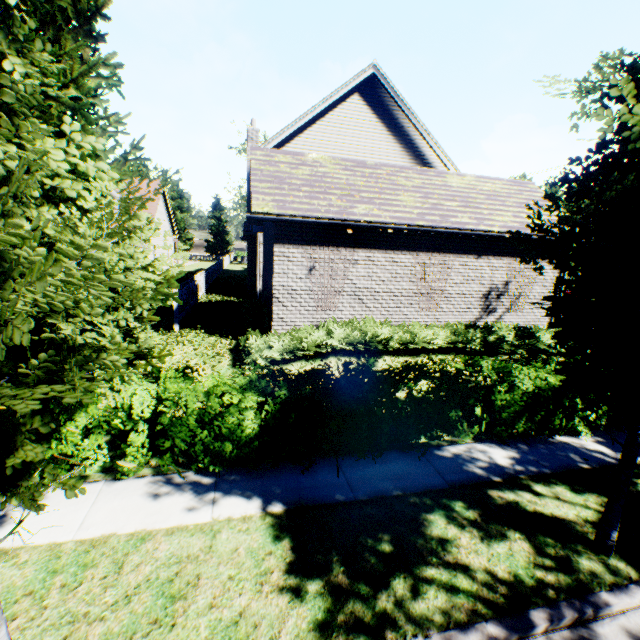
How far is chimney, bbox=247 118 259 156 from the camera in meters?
16.7 m

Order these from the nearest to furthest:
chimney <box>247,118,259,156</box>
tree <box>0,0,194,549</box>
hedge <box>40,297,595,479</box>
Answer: tree <box>0,0,194,549</box> < hedge <box>40,297,595,479</box> < chimney <box>247,118,259,156</box>

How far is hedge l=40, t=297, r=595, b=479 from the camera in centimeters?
525cm

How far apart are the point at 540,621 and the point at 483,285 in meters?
8.9

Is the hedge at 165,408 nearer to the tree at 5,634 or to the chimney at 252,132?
the tree at 5,634

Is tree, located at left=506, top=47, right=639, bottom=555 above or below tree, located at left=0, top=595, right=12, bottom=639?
above

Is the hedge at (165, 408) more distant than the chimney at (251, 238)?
No

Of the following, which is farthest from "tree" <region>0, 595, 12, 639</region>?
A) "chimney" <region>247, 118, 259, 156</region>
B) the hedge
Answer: "chimney" <region>247, 118, 259, 156</region>
